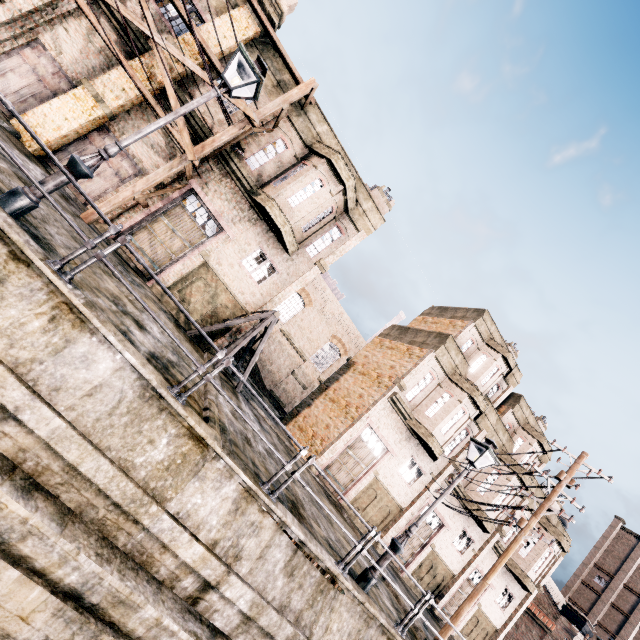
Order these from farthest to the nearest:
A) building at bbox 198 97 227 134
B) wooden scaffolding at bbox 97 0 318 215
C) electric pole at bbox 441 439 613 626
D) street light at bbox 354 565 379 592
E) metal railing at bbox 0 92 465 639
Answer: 1. building at bbox 198 97 227 134
2. wooden scaffolding at bbox 97 0 318 215
3. electric pole at bbox 441 439 613 626
4. street light at bbox 354 565 379 592
5. metal railing at bbox 0 92 465 639

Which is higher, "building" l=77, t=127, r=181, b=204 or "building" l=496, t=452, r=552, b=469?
"building" l=496, t=452, r=552, b=469

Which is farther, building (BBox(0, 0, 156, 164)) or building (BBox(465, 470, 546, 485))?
building (BBox(465, 470, 546, 485))

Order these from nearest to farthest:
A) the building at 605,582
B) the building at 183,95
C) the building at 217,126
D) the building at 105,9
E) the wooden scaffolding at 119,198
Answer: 1. the wooden scaffolding at 119,198
2. the building at 105,9
3. the building at 183,95
4. the building at 217,126
5. the building at 605,582

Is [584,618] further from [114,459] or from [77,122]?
[77,122]

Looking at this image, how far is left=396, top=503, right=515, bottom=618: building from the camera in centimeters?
2219cm

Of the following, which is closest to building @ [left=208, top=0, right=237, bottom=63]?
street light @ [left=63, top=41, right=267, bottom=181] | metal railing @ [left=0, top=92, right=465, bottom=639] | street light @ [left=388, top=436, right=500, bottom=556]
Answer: street light @ [left=63, top=41, right=267, bottom=181]

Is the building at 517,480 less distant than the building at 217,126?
No
